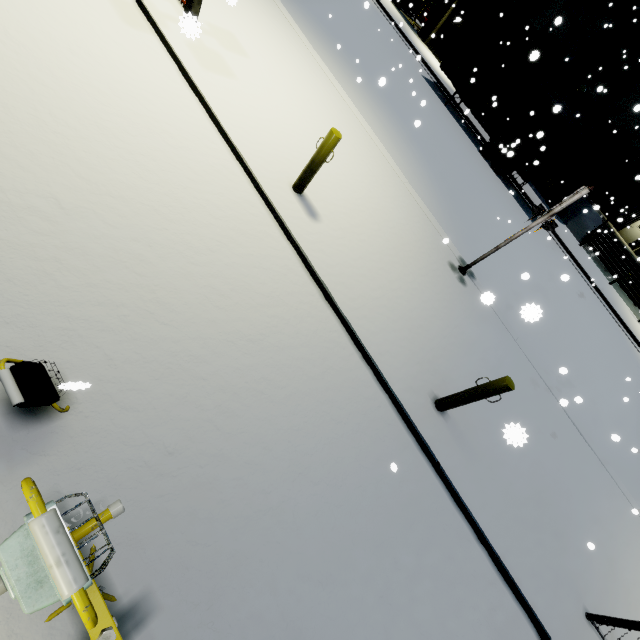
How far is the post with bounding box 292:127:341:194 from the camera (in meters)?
4.75

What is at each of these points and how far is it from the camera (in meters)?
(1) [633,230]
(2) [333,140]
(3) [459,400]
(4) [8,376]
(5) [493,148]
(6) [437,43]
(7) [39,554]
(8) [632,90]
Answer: (1) door, 30.27
(2) post, 4.75
(3) post, 4.69
(4) light, 2.09
(5) semi trailer, 17.91
(6) building, 24.22
(7) light, 1.05
(8) building, 18.83

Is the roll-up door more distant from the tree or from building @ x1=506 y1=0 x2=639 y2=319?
the tree

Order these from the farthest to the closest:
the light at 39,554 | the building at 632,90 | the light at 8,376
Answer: the building at 632,90
the light at 8,376
the light at 39,554

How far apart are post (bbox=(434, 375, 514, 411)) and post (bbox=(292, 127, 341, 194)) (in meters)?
3.91

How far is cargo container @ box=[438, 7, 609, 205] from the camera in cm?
1591

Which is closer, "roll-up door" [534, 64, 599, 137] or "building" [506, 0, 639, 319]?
"building" [506, 0, 639, 319]

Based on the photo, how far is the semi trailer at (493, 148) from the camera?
17.8m
